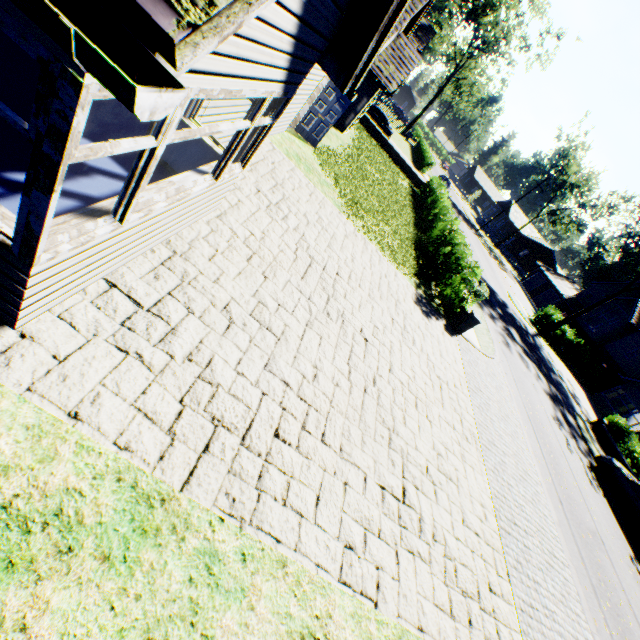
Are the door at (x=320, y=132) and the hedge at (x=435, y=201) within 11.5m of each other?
yes

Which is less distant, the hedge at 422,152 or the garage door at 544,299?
the hedge at 422,152

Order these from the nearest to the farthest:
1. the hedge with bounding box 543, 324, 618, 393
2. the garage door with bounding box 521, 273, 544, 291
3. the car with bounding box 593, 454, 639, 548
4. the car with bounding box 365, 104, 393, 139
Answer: the car with bounding box 593, 454, 639, 548
the car with bounding box 365, 104, 393, 139
the hedge with bounding box 543, 324, 618, 393
the garage door with bounding box 521, 273, 544, 291

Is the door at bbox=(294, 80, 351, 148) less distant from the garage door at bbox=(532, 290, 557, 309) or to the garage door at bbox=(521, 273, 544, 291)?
the garage door at bbox=(532, 290, 557, 309)

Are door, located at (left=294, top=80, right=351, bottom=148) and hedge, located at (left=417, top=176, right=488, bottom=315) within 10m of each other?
yes

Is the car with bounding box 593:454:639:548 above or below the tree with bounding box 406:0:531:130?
below

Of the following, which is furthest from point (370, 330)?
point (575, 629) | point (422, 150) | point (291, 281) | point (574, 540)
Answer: point (422, 150)

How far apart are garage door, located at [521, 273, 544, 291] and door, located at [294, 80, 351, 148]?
49.1m
